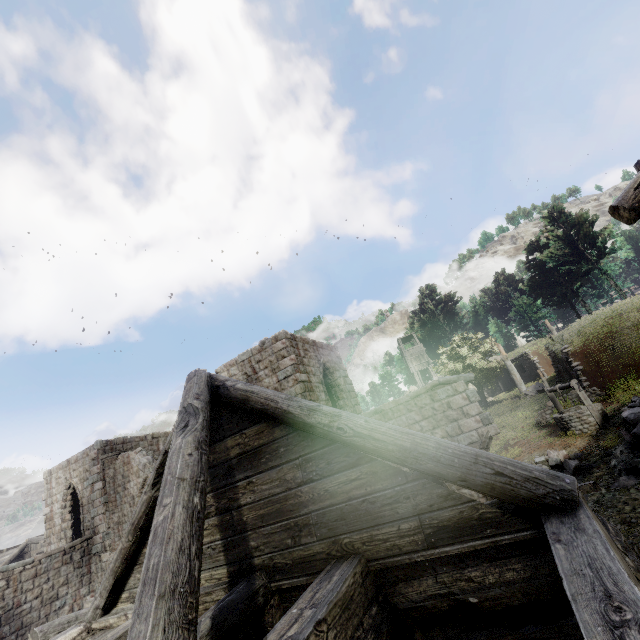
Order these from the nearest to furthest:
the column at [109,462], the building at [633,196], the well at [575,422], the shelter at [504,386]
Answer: the building at [633,196], the well at [575,422], the column at [109,462], the shelter at [504,386]

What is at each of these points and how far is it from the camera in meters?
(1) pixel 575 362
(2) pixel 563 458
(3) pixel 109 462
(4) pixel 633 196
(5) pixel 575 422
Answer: (1) shelter, 17.3
(2) rubble, 12.5
(3) column, 17.7
(4) building, 6.0
(5) well, 14.3

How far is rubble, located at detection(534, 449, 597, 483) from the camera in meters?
11.5

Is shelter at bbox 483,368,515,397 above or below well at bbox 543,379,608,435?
above

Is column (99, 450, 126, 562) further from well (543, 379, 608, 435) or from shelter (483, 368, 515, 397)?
shelter (483, 368, 515, 397)

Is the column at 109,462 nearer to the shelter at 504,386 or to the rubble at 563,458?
the rubble at 563,458

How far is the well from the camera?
13.9 meters

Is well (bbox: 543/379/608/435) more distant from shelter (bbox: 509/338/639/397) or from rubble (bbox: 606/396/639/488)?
shelter (bbox: 509/338/639/397)
